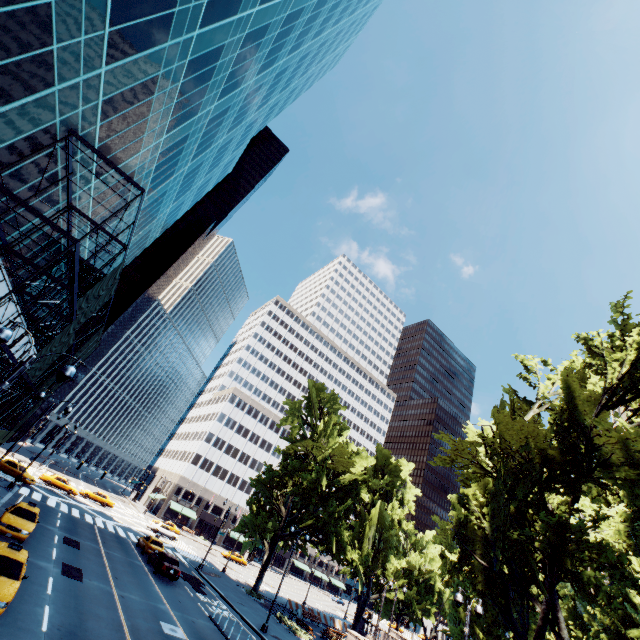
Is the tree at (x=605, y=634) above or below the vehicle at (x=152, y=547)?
above

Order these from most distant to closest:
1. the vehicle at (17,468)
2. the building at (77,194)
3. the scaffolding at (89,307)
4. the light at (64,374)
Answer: the vehicle at (17,468) → the building at (77,194) → the scaffolding at (89,307) → the light at (64,374)

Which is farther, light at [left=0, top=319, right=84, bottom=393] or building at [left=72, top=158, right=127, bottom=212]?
building at [left=72, top=158, right=127, bottom=212]

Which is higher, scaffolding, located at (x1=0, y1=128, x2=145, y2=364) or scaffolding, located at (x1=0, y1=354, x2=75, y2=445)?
scaffolding, located at (x1=0, y1=128, x2=145, y2=364)

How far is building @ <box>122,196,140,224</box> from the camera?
27.88m

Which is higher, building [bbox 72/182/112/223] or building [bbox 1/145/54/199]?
building [bbox 72/182/112/223]

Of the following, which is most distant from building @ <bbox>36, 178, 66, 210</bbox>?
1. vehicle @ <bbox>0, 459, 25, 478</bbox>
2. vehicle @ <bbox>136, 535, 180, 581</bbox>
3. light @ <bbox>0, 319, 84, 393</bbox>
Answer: vehicle @ <bbox>136, 535, 180, 581</bbox>

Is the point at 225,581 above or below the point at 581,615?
below
